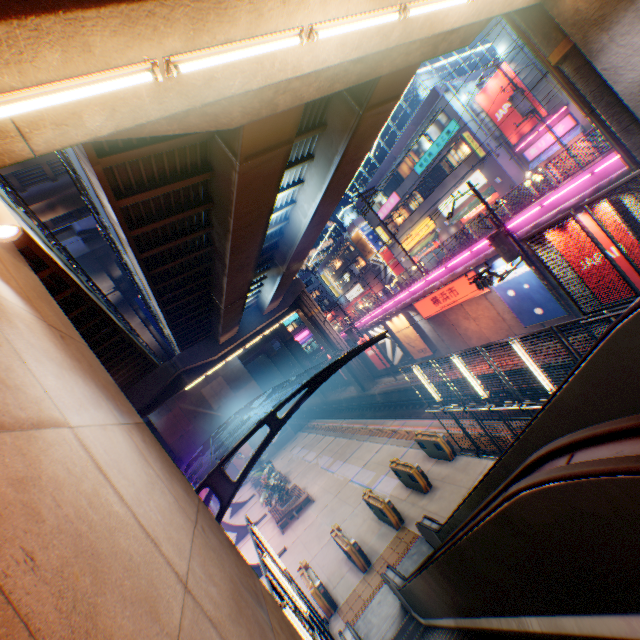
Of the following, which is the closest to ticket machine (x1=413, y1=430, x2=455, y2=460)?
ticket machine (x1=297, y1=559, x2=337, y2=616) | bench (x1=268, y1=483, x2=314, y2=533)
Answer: ticket machine (x1=297, y1=559, x2=337, y2=616)

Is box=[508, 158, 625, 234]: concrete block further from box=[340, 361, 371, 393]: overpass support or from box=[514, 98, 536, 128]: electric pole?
box=[514, 98, 536, 128]: electric pole

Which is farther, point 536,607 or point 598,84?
point 598,84

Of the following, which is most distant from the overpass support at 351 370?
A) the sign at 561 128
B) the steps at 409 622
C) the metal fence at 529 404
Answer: the sign at 561 128

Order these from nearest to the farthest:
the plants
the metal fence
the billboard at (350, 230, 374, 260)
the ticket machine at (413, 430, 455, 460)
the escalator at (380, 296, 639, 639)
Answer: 1. the escalator at (380, 296, 639, 639)
2. the metal fence
3. the ticket machine at (413, 430, 455, 460)
4. the plants
5. the billboard at (350, 230, 374, 260)

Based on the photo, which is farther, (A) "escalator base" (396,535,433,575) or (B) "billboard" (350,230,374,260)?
(B) "billboard" (350,230,374,260)

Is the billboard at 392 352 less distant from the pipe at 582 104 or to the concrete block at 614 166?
the concrete block at 614 166

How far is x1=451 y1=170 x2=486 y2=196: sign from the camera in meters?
27.6
